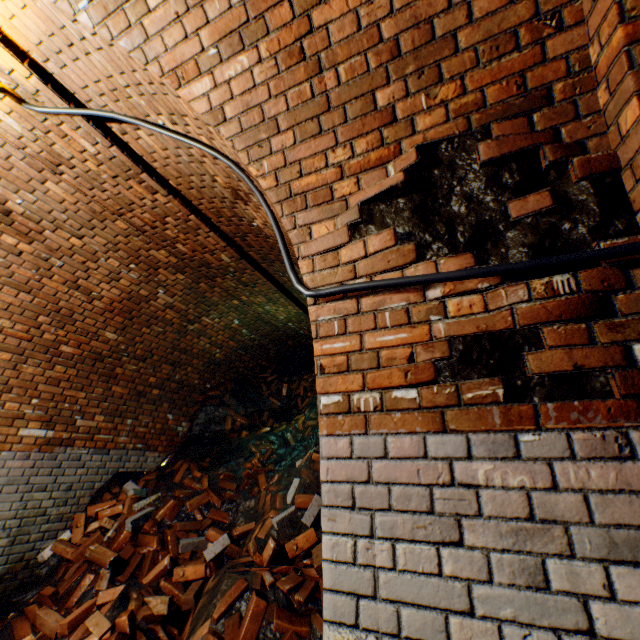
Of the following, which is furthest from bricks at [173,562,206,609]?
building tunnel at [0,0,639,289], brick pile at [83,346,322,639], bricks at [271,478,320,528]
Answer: building tunnel at [0,0,639,289]

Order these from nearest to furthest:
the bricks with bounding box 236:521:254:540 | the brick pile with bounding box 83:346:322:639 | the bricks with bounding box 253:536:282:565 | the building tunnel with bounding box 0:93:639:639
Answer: the building tunnel with bounding box 0:93:639:639 < the brick pile with bounding box 83:346:322:639 < the bricks with bounding box 253:536:282:565 < the bricks with bounding box 236:521:254:540

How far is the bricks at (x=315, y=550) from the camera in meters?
2.8 m

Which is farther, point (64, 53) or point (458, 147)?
Answer: point (64, 53)

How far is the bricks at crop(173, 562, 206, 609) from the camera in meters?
2.9

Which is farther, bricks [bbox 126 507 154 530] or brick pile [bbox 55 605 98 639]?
bricks [bbox 126 507 154 530]

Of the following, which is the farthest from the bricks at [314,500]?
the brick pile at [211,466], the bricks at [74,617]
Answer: the bricks at [74,617]

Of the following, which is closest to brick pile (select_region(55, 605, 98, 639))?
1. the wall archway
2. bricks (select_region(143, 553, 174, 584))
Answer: bricks (select_region(143, 553, 174, 584))
